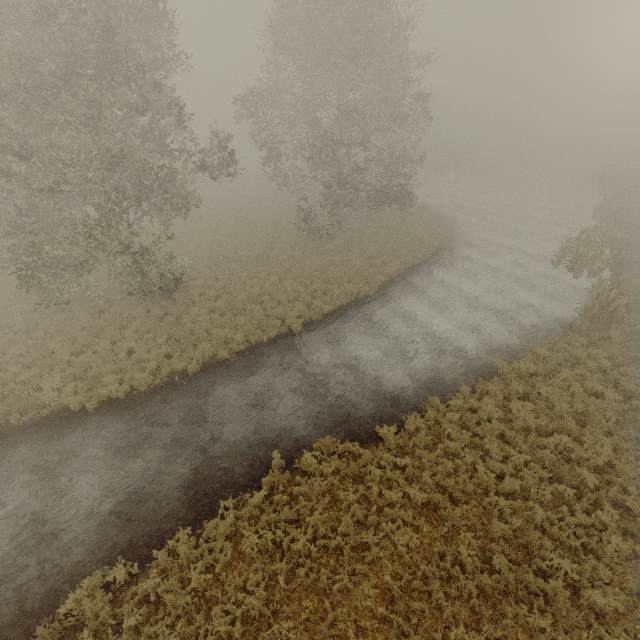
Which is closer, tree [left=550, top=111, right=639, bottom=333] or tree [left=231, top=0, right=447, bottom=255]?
tree [left=550, top=111, right=639, bottom=333]

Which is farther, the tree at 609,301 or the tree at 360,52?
the tree at 360,52

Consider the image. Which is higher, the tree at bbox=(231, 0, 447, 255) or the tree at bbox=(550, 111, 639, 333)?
the tree at bbox=(231, 0, 447, 255)

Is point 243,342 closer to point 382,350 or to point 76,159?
point 382,350

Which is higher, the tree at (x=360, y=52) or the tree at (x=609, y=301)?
the tree at (x=360, y=52)
